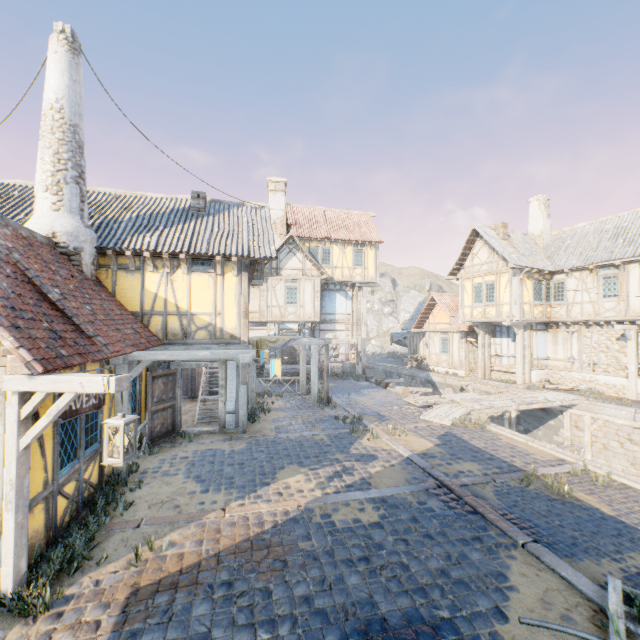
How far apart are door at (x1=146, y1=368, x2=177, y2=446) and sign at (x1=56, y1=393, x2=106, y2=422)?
4.1m

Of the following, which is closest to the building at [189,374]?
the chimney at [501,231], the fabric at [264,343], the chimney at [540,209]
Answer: the fabric at [264,343]

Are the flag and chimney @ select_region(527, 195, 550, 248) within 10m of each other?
no

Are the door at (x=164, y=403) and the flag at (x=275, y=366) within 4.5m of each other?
yes

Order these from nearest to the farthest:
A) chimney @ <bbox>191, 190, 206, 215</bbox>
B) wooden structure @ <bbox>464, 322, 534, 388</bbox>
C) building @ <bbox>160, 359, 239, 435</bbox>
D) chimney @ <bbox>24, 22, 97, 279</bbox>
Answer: chimney @ <bbox>24, 22, 97, 279</bbox> → building @ <bbox>160, 359, 239, 435</bbox> → chimney @ <bbox>191, 190, 206, 215</bbox> → wooden structure @ <bbox>464, 322, 534, 388</bbox>

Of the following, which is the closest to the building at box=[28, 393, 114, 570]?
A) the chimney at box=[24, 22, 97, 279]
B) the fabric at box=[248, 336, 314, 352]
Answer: the chimney at box=[24, 22, 97, 279]

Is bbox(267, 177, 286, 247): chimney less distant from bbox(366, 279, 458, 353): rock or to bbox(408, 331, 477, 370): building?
bbox(366, 279, 458, 353): rock

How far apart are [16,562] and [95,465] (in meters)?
2.57
